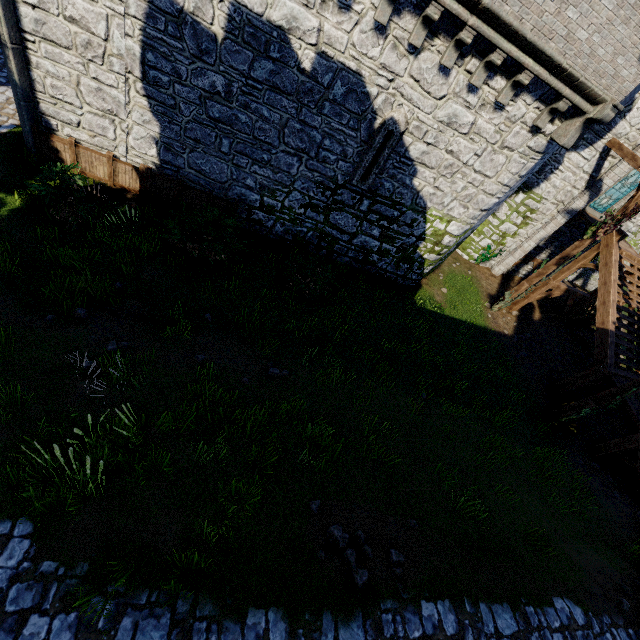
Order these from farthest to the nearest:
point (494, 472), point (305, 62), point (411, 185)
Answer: point (411, 185), point (494, 472), point (305, 62)

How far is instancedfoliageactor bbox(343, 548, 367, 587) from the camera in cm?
521

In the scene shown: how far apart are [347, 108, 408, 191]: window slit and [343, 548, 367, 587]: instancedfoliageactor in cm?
971

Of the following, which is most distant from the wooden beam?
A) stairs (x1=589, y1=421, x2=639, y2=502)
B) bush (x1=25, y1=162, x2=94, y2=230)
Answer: bush (x1=25, y1=162, x2=94, y2=230)

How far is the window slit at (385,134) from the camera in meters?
9.3 m

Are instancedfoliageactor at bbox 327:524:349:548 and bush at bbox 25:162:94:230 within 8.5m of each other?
no

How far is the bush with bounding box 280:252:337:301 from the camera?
11.4 meters

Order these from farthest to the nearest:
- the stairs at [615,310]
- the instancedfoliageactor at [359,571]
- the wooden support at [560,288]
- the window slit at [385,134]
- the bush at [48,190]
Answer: the wooden support at [560,288] < the stairs at [615,310] < the window slit at [385,134] < the bush at [48,190] < the instancedfoliageactor at [359,571]
